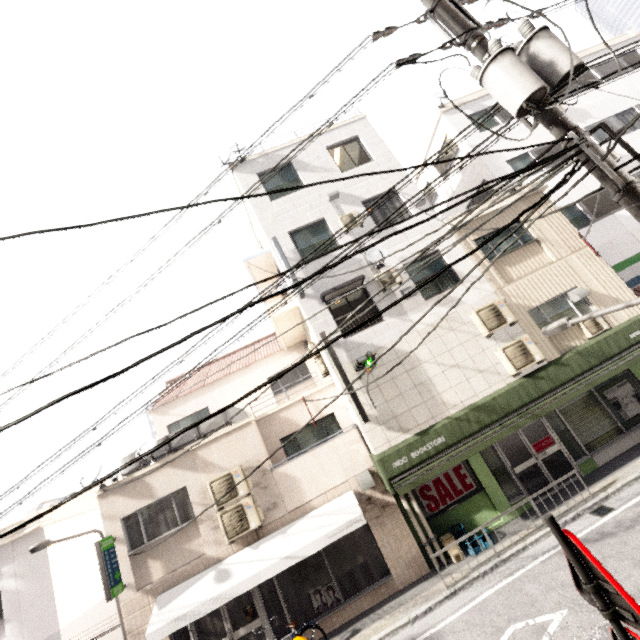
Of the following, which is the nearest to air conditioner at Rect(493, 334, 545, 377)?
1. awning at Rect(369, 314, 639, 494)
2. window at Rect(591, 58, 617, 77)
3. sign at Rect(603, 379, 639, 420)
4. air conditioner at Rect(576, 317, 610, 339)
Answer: awning at Rect(369, 314, 639, 494)

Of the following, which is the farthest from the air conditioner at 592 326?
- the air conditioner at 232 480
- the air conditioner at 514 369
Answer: the air conditioner at 232 480

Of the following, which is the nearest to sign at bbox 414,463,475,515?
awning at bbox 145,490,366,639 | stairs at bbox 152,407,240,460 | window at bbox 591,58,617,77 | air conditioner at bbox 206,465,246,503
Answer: awning at bbox 145,490,366,639

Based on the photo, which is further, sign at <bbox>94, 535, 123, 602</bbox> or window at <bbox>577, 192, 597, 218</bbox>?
window at <bbox>577, 192, 597, 218</bbox>

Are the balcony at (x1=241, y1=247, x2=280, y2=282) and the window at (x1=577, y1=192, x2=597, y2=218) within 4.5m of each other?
no

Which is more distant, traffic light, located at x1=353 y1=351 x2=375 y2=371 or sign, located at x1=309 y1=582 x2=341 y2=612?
sign, located at x1=309 y1=582 x2=341 y2=612

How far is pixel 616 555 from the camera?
6.4m

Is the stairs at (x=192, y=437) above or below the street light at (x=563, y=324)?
above
